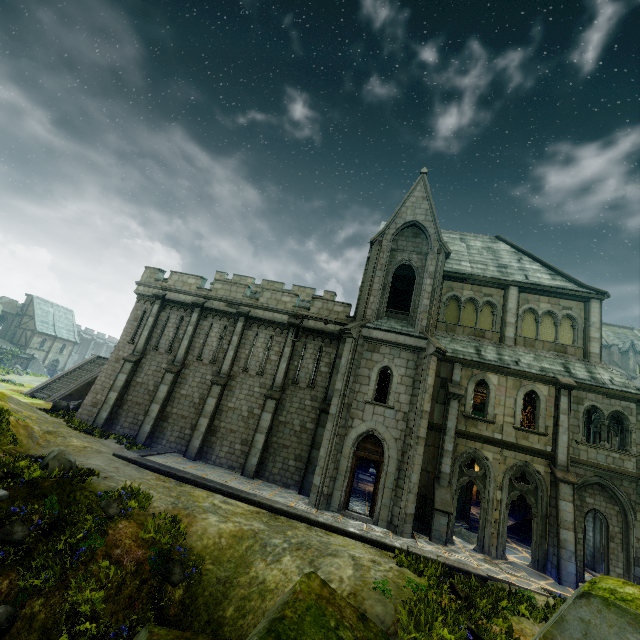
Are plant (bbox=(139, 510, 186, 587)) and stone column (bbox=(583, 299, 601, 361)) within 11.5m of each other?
no

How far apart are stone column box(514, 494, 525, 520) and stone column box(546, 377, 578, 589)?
13.5 meters

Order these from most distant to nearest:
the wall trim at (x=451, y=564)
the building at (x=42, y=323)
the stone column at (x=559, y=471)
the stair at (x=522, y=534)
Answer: the building at (x=42, y=323)
the stair at (x=522, y=534)
the stone column at (x=559, y=471)
the wall trim at (x=451, y=564)

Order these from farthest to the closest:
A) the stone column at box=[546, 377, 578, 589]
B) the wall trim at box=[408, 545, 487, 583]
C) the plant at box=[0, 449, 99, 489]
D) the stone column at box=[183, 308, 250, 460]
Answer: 1. the stone column at box=[183, 308, 250, 460]
2. the stone column at box=[546, 377, 578, 589]
3. the wall trim at box=[408, 545, 487, 583]
4. the plant at box=[0, 449, 99, 489]

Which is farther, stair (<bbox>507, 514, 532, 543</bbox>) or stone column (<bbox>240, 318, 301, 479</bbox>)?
stair (<bbox>507, 514, 532, 543</bbox>)

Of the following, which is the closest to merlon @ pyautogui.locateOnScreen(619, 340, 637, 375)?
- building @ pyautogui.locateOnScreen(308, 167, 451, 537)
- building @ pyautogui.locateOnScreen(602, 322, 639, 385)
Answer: building @ pyautogui.locateOnScreen(602, 322, 639, 385)

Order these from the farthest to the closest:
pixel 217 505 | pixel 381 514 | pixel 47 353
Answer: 1. pixel 47 353
2. pixel 381 514
3. pixel 217 505

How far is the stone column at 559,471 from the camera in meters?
12.8 m
